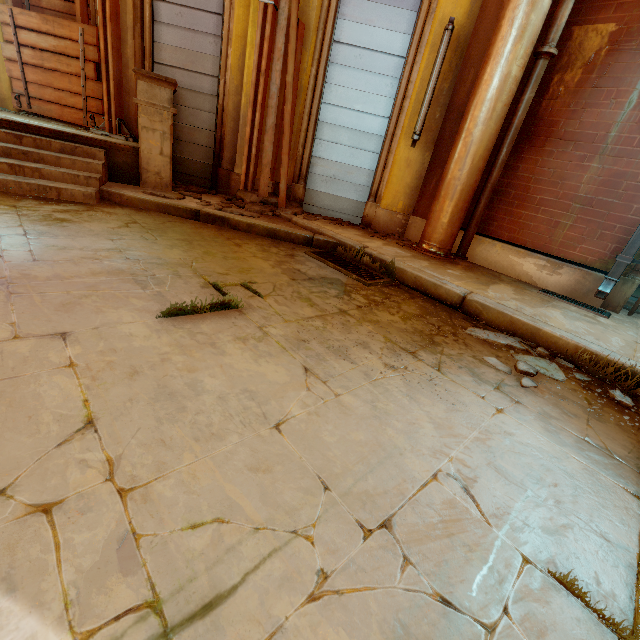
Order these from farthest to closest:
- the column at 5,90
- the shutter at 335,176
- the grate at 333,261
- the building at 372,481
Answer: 1. the column at 5,90
2. the shutter at 335,176
3. the grate at 333,261
4. the building at 372,481

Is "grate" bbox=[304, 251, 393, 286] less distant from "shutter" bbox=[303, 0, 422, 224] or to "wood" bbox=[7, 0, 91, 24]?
"shutter" bbox=[303, 0, 422, 224]

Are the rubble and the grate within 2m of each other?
yes

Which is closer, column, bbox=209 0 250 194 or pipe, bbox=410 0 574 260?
pipe, bbox=410 0 574 260

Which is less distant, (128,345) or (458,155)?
(128,345)

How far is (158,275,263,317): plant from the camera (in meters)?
2.03

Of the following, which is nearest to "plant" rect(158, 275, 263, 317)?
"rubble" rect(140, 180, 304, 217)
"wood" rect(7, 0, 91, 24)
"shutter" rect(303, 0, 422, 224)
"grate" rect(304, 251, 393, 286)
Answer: "grate" rect(304, 251, 393, 286)

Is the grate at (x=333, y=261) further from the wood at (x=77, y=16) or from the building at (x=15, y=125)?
the wood at (x=77, y=16)
